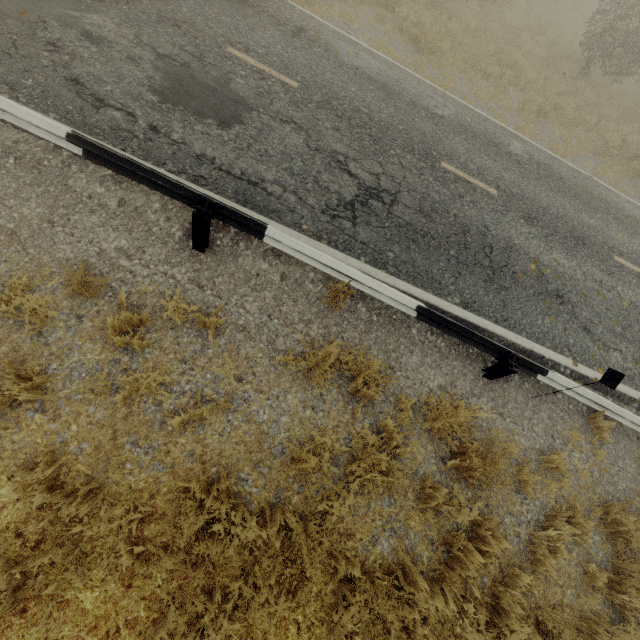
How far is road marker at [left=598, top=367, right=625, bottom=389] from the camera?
4.3 meters

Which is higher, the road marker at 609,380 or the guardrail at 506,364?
the road marker at 609,380

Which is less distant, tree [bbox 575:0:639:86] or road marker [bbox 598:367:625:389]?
road marker [bbox 598:367:625:389]

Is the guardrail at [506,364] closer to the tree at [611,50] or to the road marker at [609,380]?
the road marker at [609,380]

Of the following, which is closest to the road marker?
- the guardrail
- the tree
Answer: the guardrail

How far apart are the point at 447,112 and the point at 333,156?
4.5m
